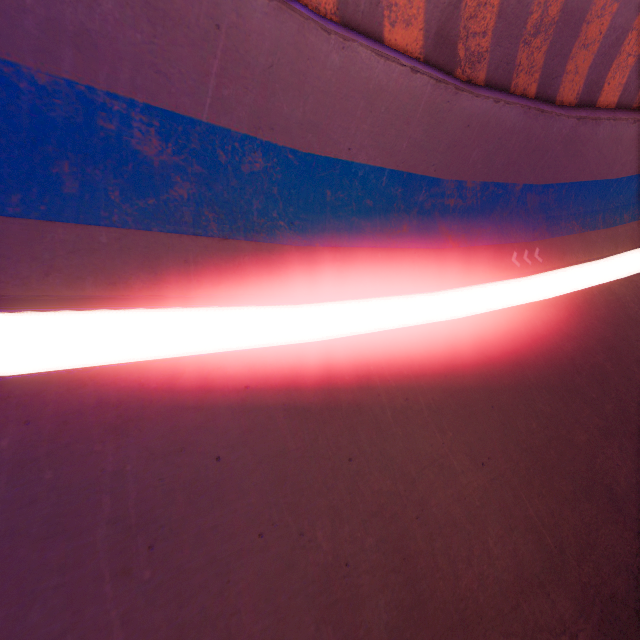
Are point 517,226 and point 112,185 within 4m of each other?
no
